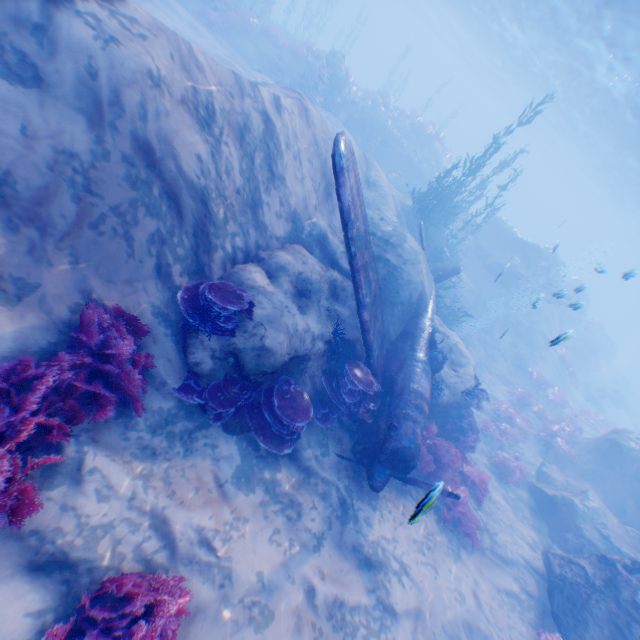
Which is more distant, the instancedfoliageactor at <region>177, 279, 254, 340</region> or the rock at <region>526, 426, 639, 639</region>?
the rock at <region>526, 426, 639, 639</region>

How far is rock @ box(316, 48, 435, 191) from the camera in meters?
21.7 m

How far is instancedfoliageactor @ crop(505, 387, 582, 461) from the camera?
15.02m

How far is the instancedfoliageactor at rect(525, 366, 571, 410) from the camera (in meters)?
19.08

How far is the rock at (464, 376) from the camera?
10.9 meters

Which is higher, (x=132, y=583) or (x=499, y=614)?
(x=132, y=583)

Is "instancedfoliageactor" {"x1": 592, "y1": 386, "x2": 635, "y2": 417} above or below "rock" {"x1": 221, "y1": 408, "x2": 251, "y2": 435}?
above

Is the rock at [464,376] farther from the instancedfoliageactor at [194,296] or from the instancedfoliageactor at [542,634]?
the instancedfoliageactor at [194,296]
